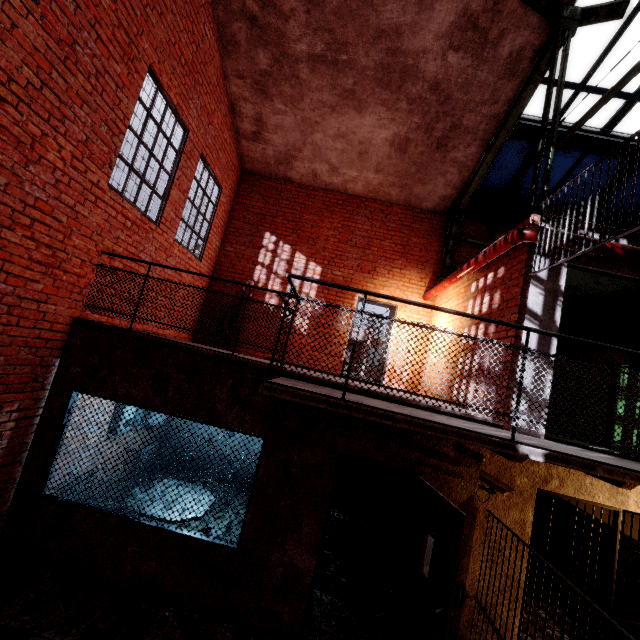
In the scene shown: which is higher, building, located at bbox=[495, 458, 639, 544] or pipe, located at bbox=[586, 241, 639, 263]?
pipe, located at bbox=[586, 241, 639, 263]

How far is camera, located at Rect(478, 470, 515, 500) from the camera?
3.69m

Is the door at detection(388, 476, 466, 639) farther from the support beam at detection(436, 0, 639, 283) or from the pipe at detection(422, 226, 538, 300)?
the support beam at detection(436, 0, 639, 283)

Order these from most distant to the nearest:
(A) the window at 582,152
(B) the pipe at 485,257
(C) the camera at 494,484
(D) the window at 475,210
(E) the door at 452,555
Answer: (D) the window at 475,210 < (A) the window at 582,152 < (B) the pipe at 485,257 < (C) the camera at 494,484 < (E) the door at 452,555

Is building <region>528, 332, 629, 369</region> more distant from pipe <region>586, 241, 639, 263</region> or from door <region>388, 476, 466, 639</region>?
door <region>388, 476, 466, 639</region>

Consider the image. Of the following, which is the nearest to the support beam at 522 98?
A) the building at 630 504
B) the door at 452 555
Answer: the building at 630 504

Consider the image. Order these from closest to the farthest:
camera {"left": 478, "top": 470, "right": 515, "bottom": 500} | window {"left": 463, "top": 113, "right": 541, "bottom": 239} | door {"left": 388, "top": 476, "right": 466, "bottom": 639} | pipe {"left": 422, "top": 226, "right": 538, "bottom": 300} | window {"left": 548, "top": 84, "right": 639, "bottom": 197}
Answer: door {"left": 388, "top": 476, "right": 466, "bottom": 639} < camera {"left": 478, "top": 470, "right": 515, "bottom": 500} < pipe {"left": 422, "top": 226, "right": 538, "bottom": 300} < window {"left": 548, "top": 84, "right": 639, "bottom": 197} < window {"left": 463, "top": 113, "right": 541, "bottom": 239}

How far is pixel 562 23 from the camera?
5.0m
